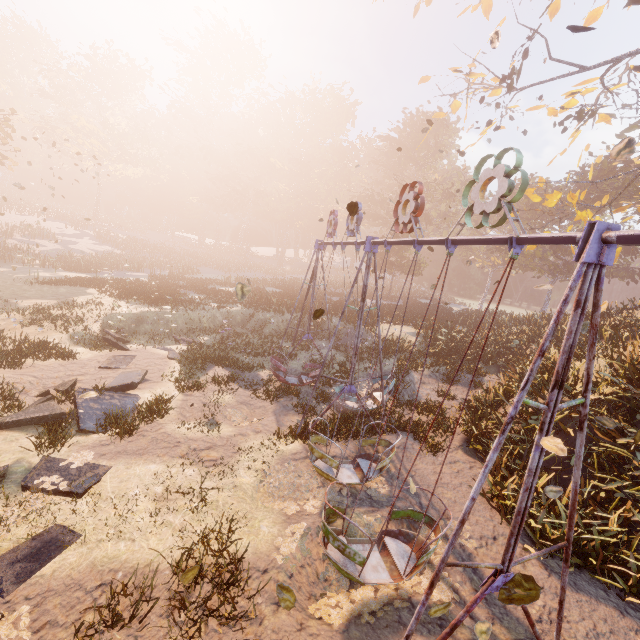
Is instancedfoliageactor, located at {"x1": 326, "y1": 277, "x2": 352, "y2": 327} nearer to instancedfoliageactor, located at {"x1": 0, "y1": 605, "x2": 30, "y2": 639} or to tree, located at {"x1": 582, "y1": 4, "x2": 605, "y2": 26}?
instancedfoliageactor, located at {"x1": 0, "y1": 605, "x2": 30, "y2": 639}

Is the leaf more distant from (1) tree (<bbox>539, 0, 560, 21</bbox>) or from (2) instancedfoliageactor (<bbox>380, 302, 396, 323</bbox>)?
(2) instancedfoliageactor (<bbox>380, 302, 396, 323</bbox>)

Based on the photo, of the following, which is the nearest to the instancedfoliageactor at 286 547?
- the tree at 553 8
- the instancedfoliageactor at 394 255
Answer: the tree at 553 8

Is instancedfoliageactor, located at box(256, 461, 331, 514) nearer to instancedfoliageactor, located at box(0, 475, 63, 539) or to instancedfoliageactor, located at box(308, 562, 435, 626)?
instancedfoliageactor, located at box(308, 562, 435, 626)

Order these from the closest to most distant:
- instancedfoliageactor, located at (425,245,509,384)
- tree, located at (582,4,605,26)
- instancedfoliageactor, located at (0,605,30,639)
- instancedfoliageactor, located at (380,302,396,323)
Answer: instancedfoliageactor, located at (0,605,30,639)
tree, located at (582,4,605,26)
instancedfoliageactor, located at (425,245,509,384)
instancedfoliageactor, located at (380,302,396,323)

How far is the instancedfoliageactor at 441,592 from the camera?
5.86m

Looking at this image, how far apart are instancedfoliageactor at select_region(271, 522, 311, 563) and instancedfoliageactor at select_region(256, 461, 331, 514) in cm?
41

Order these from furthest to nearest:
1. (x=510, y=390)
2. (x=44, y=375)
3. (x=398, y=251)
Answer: (x=398, y=251) < (x=44, y=375) < (x=510, y=390)
